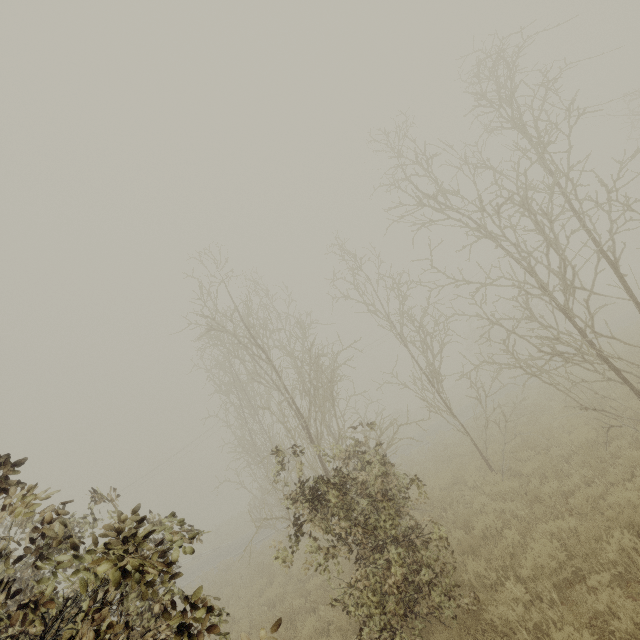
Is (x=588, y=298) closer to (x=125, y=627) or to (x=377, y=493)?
(x=377, y=493)
